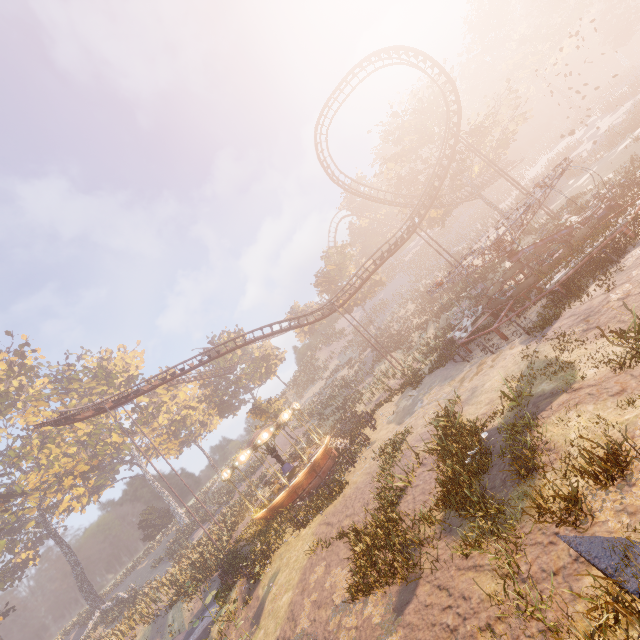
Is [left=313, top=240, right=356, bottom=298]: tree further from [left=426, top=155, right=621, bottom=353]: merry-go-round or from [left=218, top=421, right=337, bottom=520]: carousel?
[left=218, top=421, right=337, bottom=520]: carousel

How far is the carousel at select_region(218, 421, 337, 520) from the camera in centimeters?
2125cm

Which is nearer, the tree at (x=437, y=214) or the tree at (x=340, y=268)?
the tree at (x=437, y=214)

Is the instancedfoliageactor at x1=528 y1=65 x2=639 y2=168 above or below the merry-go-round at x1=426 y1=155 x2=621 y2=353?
above

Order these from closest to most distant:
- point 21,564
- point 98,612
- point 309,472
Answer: point 309,472
point 98,612
point 21,564

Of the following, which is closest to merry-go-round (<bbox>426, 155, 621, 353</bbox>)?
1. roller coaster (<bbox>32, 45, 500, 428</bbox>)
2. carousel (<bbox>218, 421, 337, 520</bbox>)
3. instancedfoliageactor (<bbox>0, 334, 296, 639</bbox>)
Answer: roller coaster (<bbox>32, 45, 500, 428</bbox>)

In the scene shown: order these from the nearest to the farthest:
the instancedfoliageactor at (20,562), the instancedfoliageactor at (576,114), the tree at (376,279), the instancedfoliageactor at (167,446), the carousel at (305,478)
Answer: the carousel at (305,478), the instancedfoliageactor at (20,562), the instancedfoliageactor at (167,446), the instancedfoliageactor at (576,114), the tree at (376,279)

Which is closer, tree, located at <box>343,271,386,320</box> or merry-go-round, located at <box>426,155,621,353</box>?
merry-go-round, located at <box>426,155,621,353</box>
